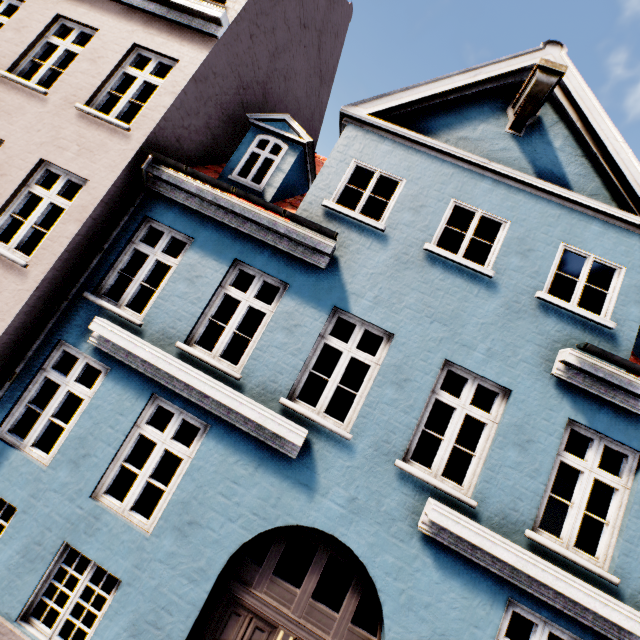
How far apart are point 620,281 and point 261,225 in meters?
6.2 m
